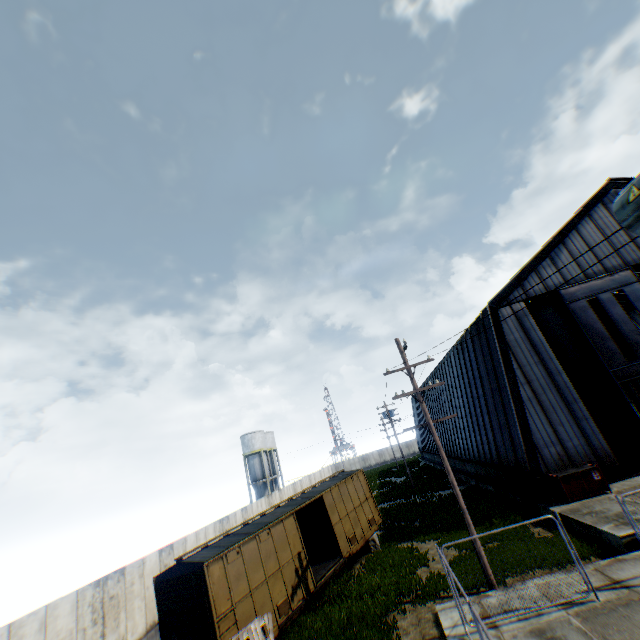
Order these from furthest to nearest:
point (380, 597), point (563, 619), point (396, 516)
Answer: point (396, 516) < point (380, 597) < point (563, 619)

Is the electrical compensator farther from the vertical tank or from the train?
the vertical tank

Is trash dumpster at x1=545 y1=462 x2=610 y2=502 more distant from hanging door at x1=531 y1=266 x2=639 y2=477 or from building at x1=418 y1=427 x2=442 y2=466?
hanging door at x1=531 y1=266 x2=639 y2=477

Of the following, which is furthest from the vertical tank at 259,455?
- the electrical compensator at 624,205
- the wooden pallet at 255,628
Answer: the electrical compensator at 624,205

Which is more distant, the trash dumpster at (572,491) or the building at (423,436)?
the building at (423,436)

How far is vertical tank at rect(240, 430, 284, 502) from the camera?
51.7m

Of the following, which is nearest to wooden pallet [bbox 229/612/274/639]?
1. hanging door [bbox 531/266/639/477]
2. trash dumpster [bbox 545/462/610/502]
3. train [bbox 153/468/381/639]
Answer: train [bbox 153/468/381/639]

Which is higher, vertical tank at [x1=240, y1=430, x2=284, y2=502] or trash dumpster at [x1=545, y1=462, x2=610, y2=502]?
vertical tank at [x1=240, y1=430, x2=284, y2=502]
